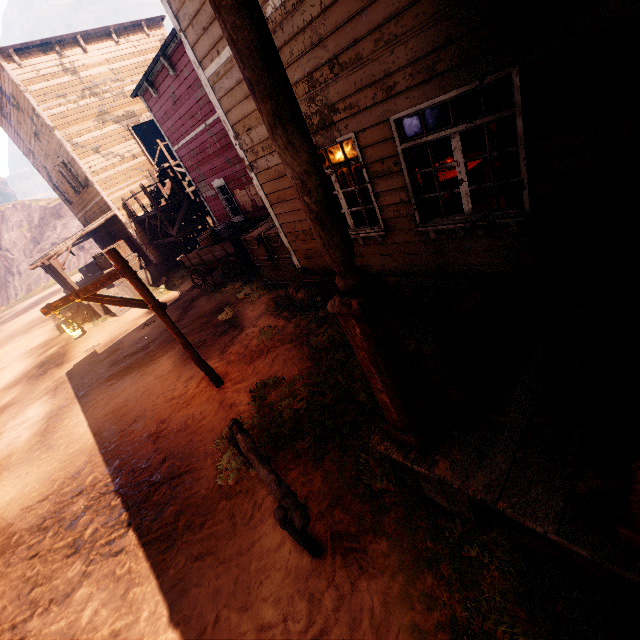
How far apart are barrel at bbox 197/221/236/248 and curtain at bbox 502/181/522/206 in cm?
998

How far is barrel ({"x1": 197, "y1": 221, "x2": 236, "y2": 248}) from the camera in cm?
1167

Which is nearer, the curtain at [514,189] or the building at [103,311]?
the curtain at [514,189]

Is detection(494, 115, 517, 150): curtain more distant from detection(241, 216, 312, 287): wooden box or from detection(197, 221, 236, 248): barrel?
detection(197, 221, 236, 248): barrel

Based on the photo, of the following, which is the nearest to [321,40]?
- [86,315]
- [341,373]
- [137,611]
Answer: [341,373]

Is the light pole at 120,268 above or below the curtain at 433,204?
above

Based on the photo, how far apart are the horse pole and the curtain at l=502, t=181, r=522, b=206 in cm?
414

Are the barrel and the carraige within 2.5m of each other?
yes
